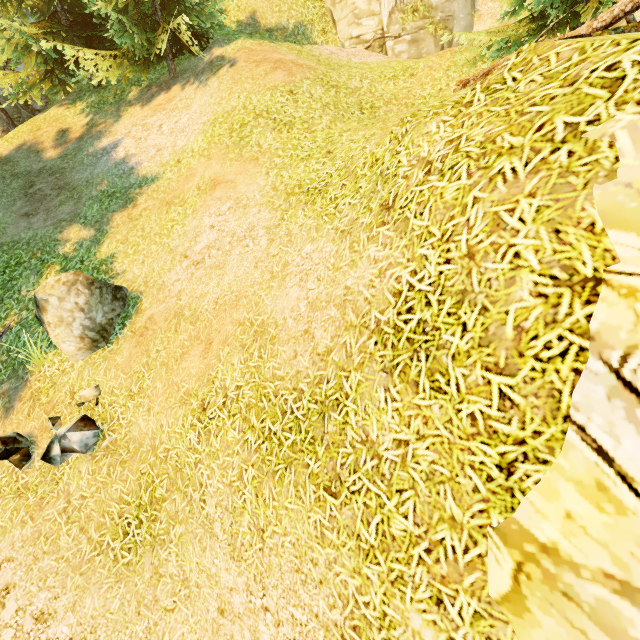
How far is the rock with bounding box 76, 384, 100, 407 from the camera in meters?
6.2 m

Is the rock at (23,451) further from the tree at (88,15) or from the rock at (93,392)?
the tree at (88,15)

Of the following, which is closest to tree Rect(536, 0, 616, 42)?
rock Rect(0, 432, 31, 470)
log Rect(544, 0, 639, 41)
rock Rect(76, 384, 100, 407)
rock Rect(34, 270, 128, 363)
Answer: log Rect(544, 0, 639, 41)

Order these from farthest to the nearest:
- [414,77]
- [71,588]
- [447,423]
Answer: [414,77]
[71,588]
[447,423]

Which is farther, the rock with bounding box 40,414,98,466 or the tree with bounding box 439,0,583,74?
the tree with bounding box 439,0,583,74

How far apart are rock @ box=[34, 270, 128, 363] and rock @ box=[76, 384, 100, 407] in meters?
0.7

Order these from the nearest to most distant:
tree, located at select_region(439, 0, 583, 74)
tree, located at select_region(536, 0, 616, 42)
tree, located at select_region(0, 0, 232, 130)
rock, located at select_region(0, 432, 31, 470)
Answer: rock, located at select_region(0, 432, 31, 470) → tree, located at select_region(536, 0, 616, 42) → tree, located at select_region(439, 0, 583, 74) → tree, located at select_region(0, 0, 232, 130)

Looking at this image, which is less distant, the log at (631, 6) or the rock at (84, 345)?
the log at (631, 6)
